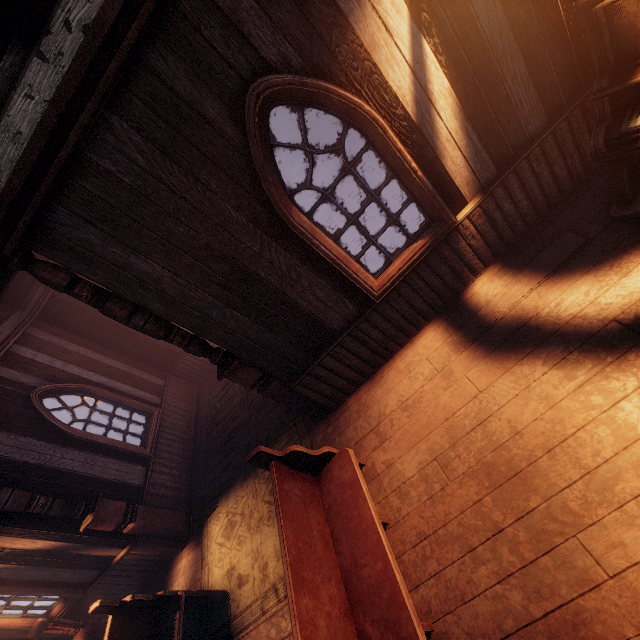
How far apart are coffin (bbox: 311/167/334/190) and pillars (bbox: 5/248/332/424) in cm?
843

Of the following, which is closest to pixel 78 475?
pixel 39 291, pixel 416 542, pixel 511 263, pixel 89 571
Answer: pixel 89 571

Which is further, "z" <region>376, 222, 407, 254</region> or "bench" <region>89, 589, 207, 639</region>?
"z" <region>376, 222, 407, 254</region>

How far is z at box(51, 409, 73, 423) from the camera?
24.7 meters

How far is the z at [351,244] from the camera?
8.0m

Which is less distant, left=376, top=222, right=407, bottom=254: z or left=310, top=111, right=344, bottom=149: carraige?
left=376, top=222, right=407, bottom=254: z

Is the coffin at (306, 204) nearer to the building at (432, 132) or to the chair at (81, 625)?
Answer: the building at (432, 132)
